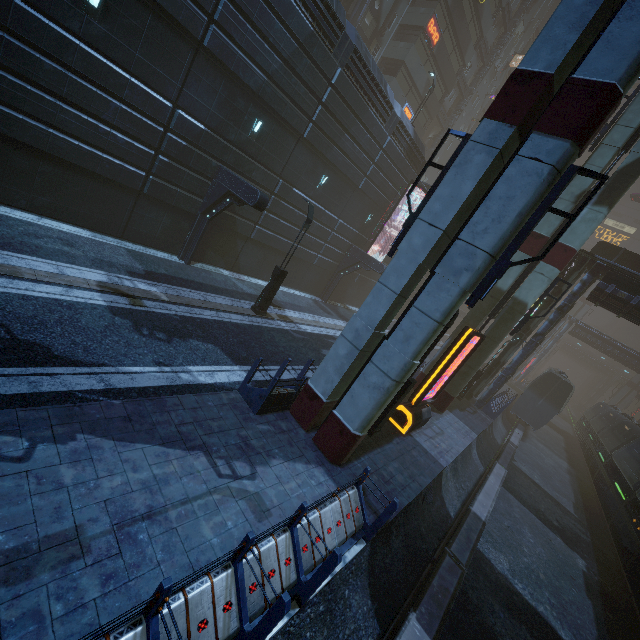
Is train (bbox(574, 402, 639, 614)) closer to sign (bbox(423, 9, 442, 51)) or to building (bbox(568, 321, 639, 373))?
building (bbox(568, 321, 639, 373))

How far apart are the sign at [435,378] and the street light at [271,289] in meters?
7.5 m

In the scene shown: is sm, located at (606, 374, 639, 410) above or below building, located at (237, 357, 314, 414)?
above

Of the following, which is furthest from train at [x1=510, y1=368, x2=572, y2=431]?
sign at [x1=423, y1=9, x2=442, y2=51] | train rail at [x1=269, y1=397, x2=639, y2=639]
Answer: sign at [x1=423, y1=9, x2=442, y2=51]

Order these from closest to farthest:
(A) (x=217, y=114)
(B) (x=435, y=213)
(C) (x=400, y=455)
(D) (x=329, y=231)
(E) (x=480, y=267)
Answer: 1. (E) (x=480, y=267)
2. (B) (x=435, y=213)
3. (C) (x=400, y=455)
4. (A) (x=217, y=114)
5. (D) (x=329, y=231)

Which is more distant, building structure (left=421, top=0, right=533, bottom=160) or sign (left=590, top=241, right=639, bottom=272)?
building structure (left=421, top=0, right=533, bottom=160)

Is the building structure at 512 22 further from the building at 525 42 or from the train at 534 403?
the train at 534 403

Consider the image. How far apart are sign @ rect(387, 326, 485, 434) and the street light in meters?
7.5
